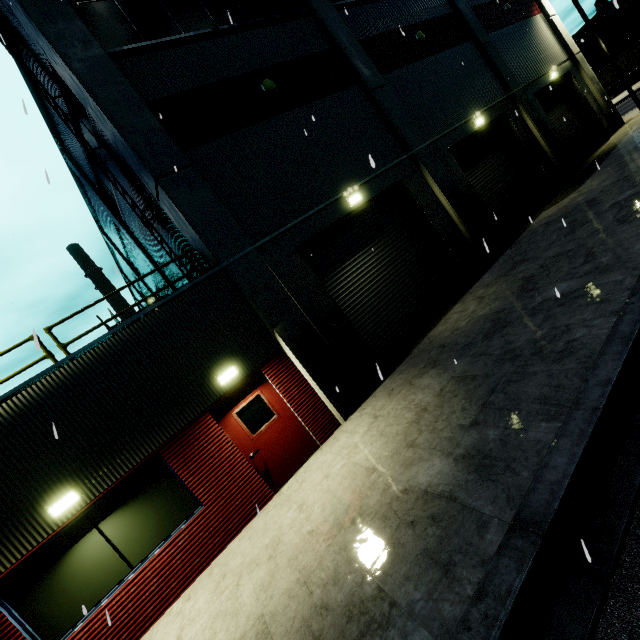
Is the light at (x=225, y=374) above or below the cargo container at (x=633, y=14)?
below

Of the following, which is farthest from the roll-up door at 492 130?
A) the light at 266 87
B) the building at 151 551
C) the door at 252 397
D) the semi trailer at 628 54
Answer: the light at 266 87

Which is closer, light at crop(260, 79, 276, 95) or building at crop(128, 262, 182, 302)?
light at crop(260, 79, 276, 95)

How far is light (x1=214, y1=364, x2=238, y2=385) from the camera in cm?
720

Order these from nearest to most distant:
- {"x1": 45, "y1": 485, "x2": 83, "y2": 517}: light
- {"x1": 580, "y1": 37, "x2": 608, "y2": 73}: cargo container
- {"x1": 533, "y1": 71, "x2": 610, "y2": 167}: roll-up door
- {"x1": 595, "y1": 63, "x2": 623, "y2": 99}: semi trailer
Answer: {"x1": 45, "y1": 485, "x2": 83, "y2": 517}: light, {"x1": 533, "y1": 71, "x2": 610, "y2": 167}: roll-up door, {"x1": 595, "y1": 63, "x2": 623, "y2": 99}: semi trailer, {"x1": 580, "y1": 37, "x2": 608, "y2": 73}: cargo container

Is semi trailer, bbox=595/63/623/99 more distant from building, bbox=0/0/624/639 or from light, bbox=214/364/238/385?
light, bbox=214/364/238/385

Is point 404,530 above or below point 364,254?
below

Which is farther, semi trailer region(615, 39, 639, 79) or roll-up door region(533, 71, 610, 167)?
semi trailer region(615, 39, 639, 79)
